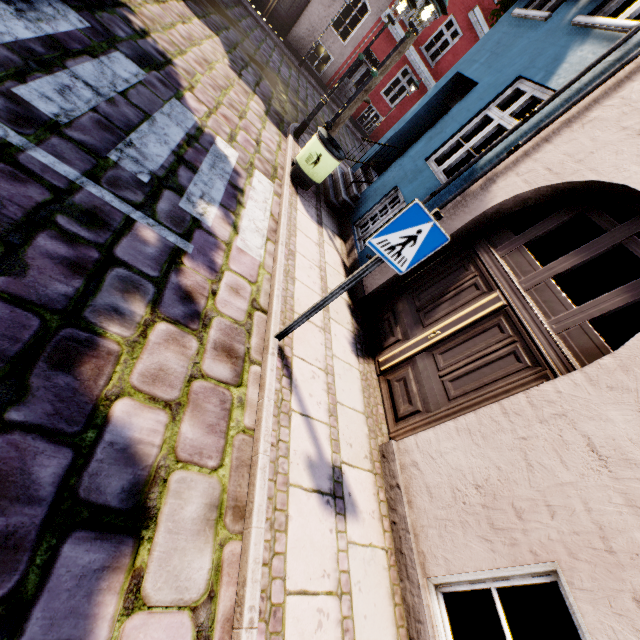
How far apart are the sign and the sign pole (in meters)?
0.03

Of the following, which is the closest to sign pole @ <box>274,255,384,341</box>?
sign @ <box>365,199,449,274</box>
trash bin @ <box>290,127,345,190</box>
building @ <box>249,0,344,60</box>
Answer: sign @ <box>365,199,449,274</box>

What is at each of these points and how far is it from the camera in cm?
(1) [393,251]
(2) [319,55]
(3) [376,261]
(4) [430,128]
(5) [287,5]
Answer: (1) sign, 265
(2) building, 2155
(3) sign pole, 275
(4) building, 730
(5) building, 1532

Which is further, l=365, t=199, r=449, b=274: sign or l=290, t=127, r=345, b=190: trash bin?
l=290, t=127, r=345, b=190: trash bin

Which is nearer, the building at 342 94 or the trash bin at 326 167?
the trash bin at 326 167

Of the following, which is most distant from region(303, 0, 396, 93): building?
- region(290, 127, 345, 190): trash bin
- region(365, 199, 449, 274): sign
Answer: region(365, 199, 449, 274): sign

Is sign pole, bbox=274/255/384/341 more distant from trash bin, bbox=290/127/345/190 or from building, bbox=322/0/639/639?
trash bin, bbox=290/127/345/190

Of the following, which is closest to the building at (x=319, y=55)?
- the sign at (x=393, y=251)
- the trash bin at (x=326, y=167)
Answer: the trash bin at (x=326, y=167)
